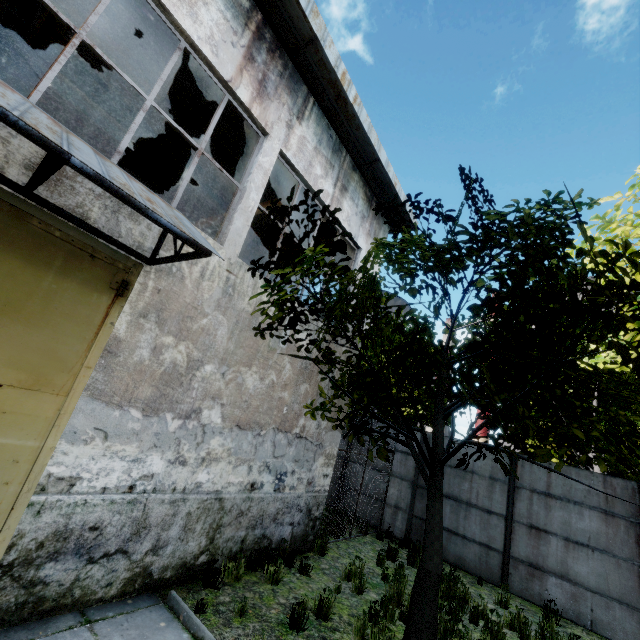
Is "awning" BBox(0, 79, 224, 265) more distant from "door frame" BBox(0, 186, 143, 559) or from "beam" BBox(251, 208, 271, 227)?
"beam" BBox(251, 208, 271, 227)

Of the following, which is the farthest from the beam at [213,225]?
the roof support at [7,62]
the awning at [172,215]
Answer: the awning at [172,215]

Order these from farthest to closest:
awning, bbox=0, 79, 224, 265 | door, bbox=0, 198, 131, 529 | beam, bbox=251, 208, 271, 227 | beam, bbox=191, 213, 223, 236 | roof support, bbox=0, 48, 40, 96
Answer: beam, bbox=191, 213, 223, 236, beam, bbox=251, 208, 271, 227, roof support, bbox=0, 48, 40, 96, door, bbox=0, 198, 131, 529, awning, bbox=0, 79, 224, 265

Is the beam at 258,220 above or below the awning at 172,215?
above

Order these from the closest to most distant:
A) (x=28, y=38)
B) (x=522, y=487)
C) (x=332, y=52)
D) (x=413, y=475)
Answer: (x=332, y=52), (x=28, y=38), (x=522, y=487), (x=413, y=475)

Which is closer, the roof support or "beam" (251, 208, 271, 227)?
the roof support

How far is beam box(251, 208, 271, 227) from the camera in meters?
9.5 m

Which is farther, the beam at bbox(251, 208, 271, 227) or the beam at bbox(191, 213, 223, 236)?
the beam at bbox(191, 213, 223, 236)
